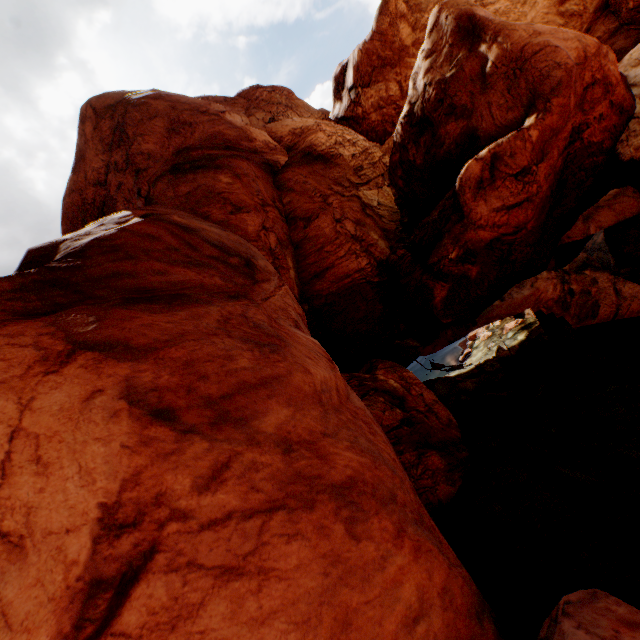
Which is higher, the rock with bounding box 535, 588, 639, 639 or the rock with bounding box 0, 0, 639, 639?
the rock with bounding box 0, 0, 639, 639

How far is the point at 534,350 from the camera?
24.0 meters

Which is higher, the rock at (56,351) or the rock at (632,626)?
the rock at (56,351)
